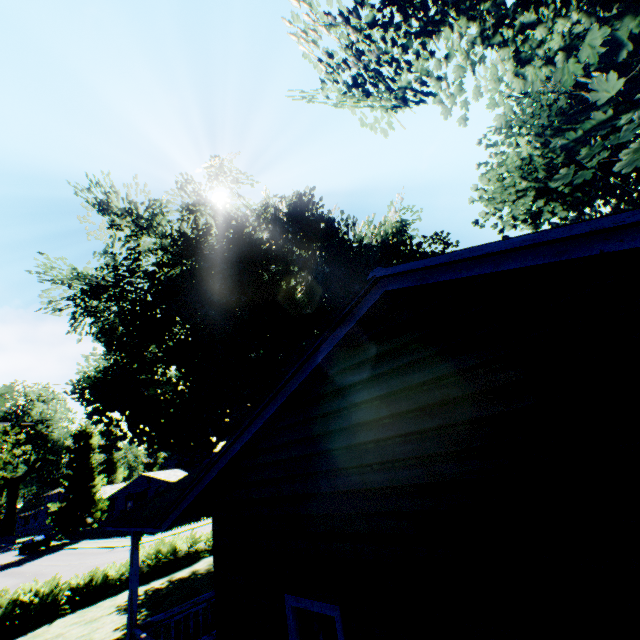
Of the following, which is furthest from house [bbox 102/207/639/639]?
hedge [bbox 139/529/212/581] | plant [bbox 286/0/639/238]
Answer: Answer: hedge [bbox 139/529/212/581]

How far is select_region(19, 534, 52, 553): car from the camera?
39.09m

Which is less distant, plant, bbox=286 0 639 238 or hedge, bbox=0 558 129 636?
plant, bbox=286 0 639 238

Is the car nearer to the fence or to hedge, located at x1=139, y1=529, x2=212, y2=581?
the fence

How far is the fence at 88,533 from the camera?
38.2m

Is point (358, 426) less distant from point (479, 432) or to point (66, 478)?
point (479, 432)

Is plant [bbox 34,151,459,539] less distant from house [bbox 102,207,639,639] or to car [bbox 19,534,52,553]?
car [bbox 19,534,52,553]

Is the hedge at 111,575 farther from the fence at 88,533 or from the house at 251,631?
the fence at 88,533
